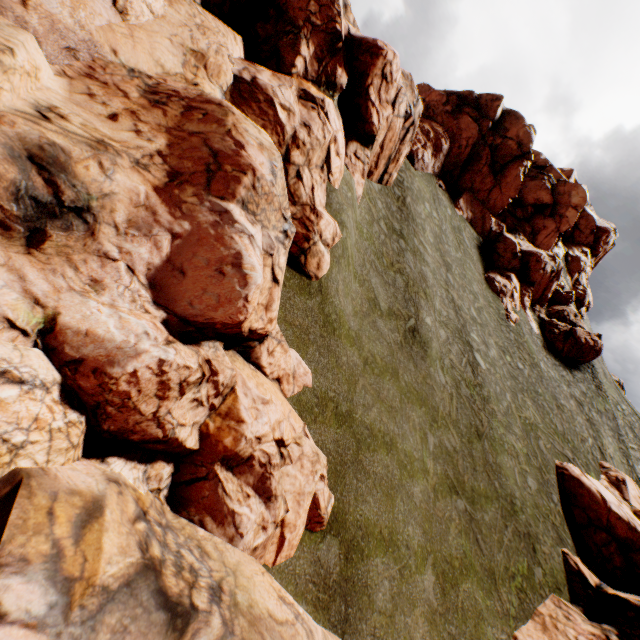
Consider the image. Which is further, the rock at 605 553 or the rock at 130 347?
the rock at 605 553

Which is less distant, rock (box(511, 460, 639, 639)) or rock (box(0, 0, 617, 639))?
rock (box(0, 0, 617, 639))

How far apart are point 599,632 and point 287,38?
31.3m
